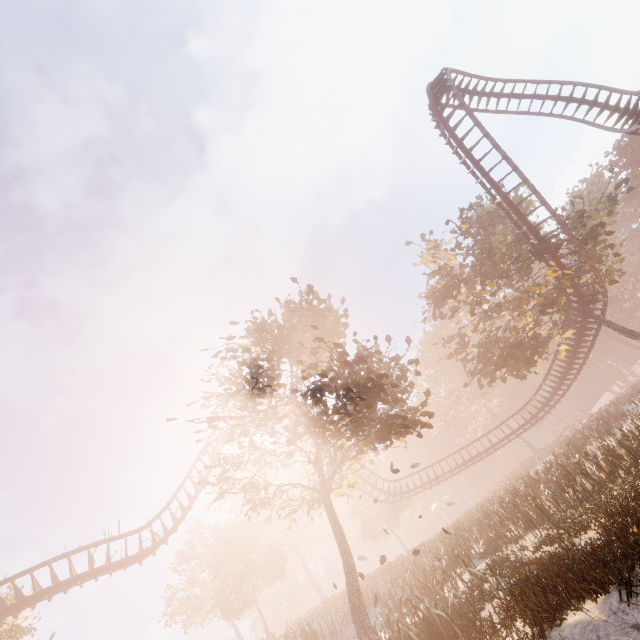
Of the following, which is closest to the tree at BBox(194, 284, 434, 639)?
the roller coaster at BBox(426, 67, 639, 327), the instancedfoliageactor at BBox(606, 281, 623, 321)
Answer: the roller coaster at BBox(426, 67, 639, 327)

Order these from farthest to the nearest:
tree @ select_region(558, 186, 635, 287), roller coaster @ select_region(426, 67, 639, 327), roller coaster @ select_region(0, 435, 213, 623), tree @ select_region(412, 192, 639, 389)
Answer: tree @ select_region(412, 192, 639, 389), tree @ select_region(558, 186, 635, 287), roller coaster @ select_region(426, 67, 639, 327), roller coaster @ select_region(0, 435, 213, 623)

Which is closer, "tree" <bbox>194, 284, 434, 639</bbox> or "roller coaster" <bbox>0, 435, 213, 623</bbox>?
"tree" <bbox>194, 284, 434, 639</bbox>

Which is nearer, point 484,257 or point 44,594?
point 44,594

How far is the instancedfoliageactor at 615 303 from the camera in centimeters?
5360cm

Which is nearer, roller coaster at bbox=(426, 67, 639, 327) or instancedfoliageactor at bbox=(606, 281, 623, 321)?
roller coaster at bbox=(426, 67, 639, 327)

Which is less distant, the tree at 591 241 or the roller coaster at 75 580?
the roller coaster at 75 580
